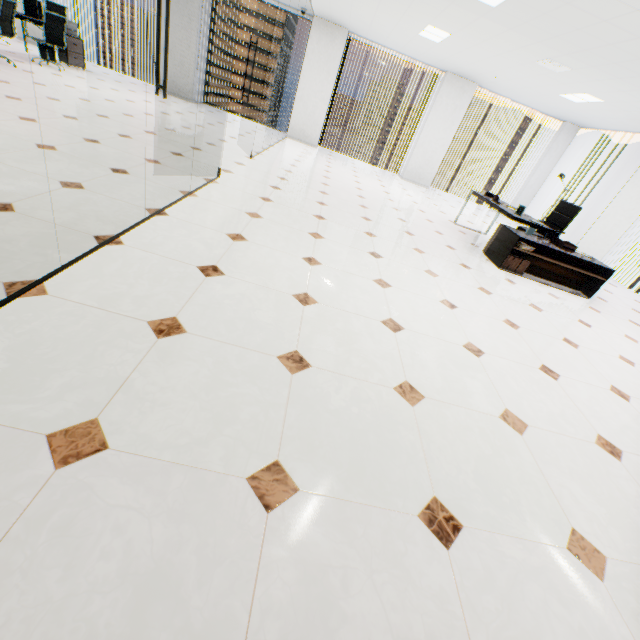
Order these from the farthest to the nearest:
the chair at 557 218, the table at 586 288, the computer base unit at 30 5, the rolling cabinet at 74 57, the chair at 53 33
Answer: the rolling cabinet at 74 57, the computer base unit at 30 5, the chair at 53 33, the chair at 557 218, the table at 586 288

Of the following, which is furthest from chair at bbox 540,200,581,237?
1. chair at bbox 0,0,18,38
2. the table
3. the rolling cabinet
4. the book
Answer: the rolling cabinet

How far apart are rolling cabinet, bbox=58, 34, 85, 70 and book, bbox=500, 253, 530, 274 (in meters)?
11.00

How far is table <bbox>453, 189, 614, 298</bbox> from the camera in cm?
511

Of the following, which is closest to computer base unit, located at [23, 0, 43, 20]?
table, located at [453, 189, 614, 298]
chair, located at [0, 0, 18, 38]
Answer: chair, located at [0, 0, 18, 38]

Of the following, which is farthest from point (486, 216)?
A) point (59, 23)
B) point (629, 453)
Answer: point (59, 23)

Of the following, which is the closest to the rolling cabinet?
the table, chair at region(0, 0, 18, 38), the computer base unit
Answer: the computer base unit

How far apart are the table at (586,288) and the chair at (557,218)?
0.24m
